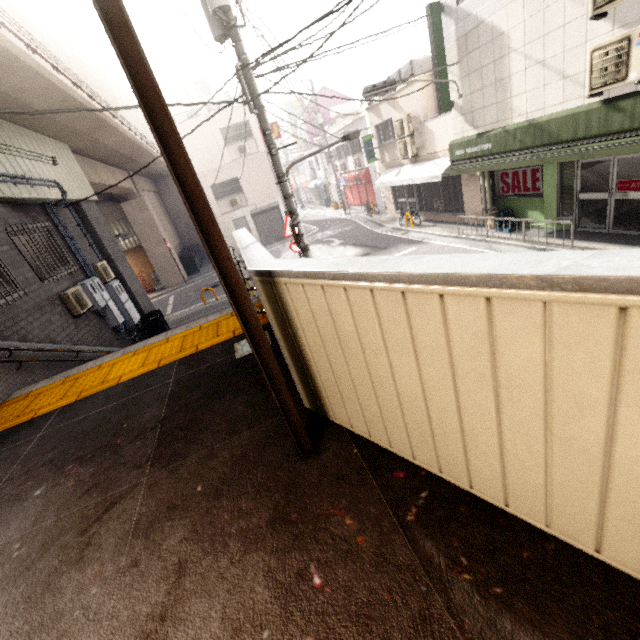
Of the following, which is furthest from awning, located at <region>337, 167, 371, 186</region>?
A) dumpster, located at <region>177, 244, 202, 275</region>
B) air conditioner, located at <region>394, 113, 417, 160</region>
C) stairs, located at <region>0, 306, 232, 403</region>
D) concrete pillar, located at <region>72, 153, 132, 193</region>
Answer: stairs, located at <region>0, 306, 232, 403</region>

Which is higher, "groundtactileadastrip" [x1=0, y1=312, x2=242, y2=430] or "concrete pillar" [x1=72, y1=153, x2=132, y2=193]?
"concrete pillar" [x1=72, y1=153, x2=132, y2=193]

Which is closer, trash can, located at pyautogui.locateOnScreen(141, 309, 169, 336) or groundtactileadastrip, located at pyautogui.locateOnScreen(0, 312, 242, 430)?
groundtactileadastrip, located at pyautogui.locateOnScreen(0, 312, 242, 430)

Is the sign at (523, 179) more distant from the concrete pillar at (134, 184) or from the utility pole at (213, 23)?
Result: the concrete pillar at (134, 184)

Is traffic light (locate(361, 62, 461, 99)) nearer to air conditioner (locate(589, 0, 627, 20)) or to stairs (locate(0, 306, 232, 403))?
air conditioner (locate(589, 0, 627, 20))

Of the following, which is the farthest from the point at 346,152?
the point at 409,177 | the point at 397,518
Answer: the point at 397,518

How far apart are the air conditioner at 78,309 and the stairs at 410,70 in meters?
14.8

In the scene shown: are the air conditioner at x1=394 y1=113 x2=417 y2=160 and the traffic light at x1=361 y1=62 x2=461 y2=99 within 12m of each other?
yes
